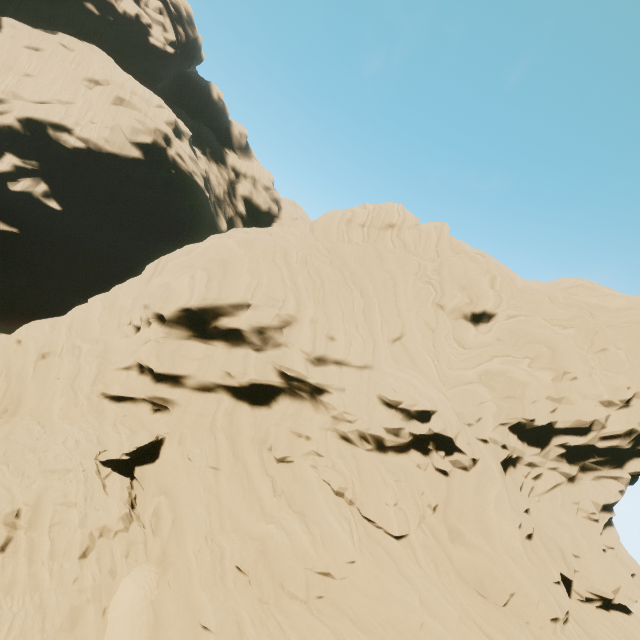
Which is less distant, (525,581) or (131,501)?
(525,581)
